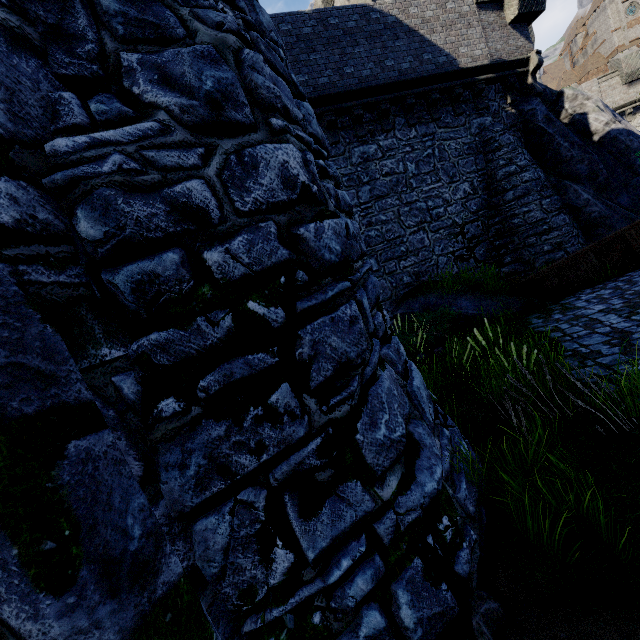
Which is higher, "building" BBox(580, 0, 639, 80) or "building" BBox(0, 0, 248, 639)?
"building" BBox(580, 0, 639, 80)

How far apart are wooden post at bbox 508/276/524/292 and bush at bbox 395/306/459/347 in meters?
2.0 m

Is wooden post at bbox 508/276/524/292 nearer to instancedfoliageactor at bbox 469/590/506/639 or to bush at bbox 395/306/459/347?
bush at bbox 395/306/459/347

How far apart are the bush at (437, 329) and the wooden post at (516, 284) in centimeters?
197cm

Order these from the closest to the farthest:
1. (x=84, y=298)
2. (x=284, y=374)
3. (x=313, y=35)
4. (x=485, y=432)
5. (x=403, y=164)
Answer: (x=84, y=298), (x=284, y=374), (x=485, y=432), (x=313, y=35), (x=403, y=164)

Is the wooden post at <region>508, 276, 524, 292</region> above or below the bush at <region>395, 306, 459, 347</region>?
above

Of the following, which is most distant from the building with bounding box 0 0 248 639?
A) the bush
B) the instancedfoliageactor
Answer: the bush

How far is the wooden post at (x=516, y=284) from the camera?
9.6 meters
